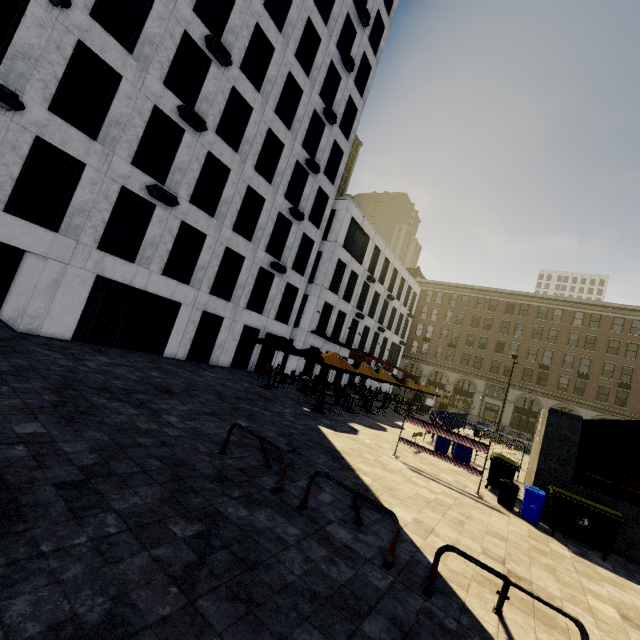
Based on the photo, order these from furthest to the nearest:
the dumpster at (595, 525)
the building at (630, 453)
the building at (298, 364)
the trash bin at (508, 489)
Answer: the building at (630, 453) < the building at (298, 364) < the trash bin at (508, 489) < the dumpster at (595, 525)

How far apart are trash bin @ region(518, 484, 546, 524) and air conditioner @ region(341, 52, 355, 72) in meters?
27.4

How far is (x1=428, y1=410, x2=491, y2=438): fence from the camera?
15.9m

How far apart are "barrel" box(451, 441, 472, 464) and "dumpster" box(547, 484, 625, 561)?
4.2 meters

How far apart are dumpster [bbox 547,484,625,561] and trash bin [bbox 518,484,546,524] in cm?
9

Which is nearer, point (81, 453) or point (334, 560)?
point (334, 560)

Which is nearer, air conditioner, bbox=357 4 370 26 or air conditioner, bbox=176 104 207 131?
air conditioner, bbox=176 104 207 131

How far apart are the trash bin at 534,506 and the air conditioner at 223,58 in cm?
2120
